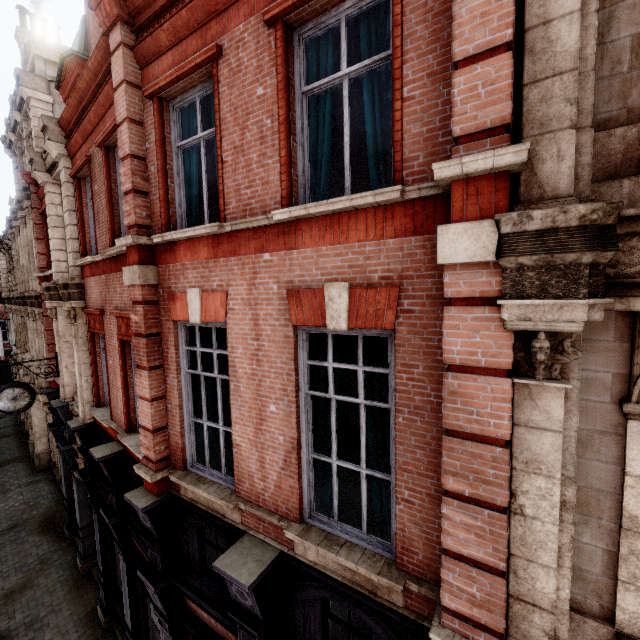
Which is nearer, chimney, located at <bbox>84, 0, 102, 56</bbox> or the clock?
the clock

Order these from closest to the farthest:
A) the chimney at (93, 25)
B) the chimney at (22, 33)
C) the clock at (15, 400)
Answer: the clock at (15, 400)
the chimney at (93, 25)
the chimney at (22, 33)

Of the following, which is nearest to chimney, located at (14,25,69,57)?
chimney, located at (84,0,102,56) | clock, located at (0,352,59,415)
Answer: chimney, located at (84,0,102,56)

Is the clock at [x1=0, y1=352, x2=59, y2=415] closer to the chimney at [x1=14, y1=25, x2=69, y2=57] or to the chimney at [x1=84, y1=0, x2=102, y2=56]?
the chimney at [x1=84, y1=0, x2=102, y2=56]

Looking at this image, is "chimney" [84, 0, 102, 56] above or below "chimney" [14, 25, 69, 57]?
below

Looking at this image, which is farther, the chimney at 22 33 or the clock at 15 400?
the chimney at 22 33

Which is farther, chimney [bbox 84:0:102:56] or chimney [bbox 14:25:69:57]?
chimney [bbox 14:25:69:57]

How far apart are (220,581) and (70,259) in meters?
8.6
